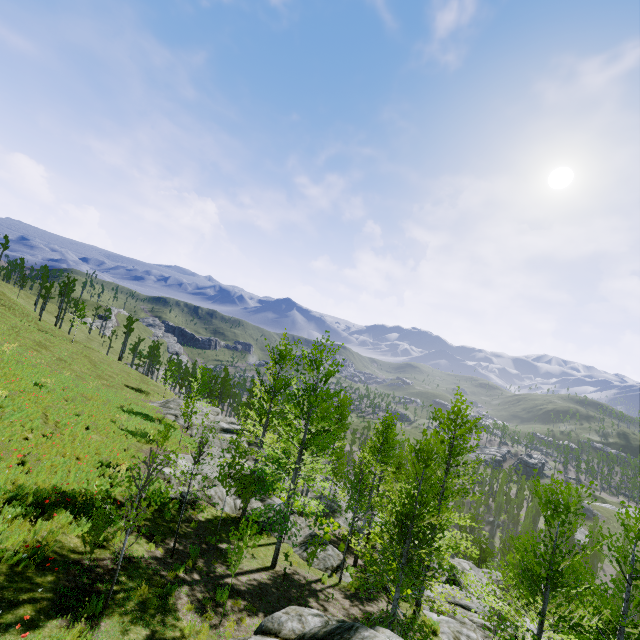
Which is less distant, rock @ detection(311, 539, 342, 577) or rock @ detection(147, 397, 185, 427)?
rock @ detection(311, 539, 342, 577)

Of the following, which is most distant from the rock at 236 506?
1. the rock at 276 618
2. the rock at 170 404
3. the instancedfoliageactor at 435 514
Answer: the instancedfoliageactor at 435 514

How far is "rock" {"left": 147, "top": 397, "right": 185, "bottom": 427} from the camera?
31.4m

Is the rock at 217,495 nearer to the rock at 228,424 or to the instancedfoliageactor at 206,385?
the rock at 228,424

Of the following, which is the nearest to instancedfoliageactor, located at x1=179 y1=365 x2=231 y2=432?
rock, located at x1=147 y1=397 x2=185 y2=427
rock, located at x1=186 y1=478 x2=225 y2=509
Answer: rock, located at x1=147 y1=397 x2=185 y2=427

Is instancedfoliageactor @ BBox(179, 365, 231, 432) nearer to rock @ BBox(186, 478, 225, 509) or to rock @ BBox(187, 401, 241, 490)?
rock @ BBox(187, 401, 241, 490)

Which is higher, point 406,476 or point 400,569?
point 400,569
